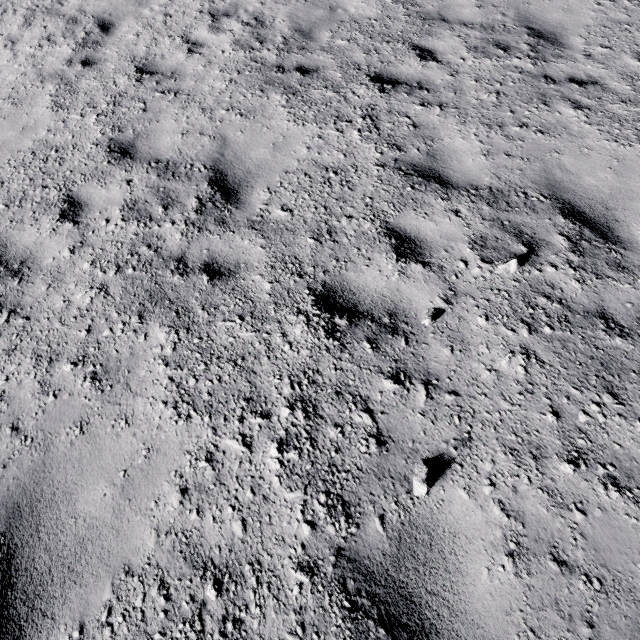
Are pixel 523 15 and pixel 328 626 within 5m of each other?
no
